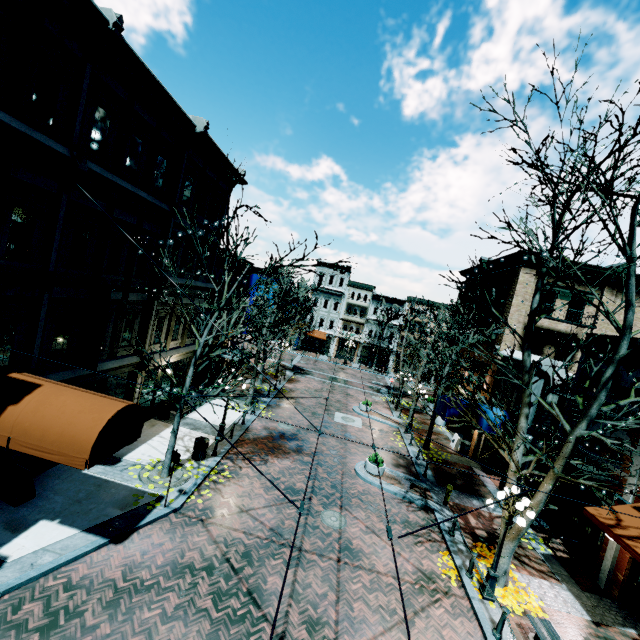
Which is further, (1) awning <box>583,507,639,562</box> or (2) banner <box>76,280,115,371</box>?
(2) banner <box>76,280,115,371</box>

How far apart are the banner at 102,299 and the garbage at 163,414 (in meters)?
6.26

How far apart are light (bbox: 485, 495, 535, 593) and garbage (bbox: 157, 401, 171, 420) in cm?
1474

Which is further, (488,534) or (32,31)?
(488,534)

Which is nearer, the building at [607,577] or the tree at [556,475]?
the tree at [556,475]

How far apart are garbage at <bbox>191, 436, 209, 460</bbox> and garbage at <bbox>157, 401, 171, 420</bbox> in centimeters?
361cm

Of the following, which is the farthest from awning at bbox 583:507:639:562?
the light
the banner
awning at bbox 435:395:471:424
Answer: the banner

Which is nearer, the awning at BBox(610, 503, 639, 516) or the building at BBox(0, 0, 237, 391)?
the building at BBox(0, 0, 237, 391)
